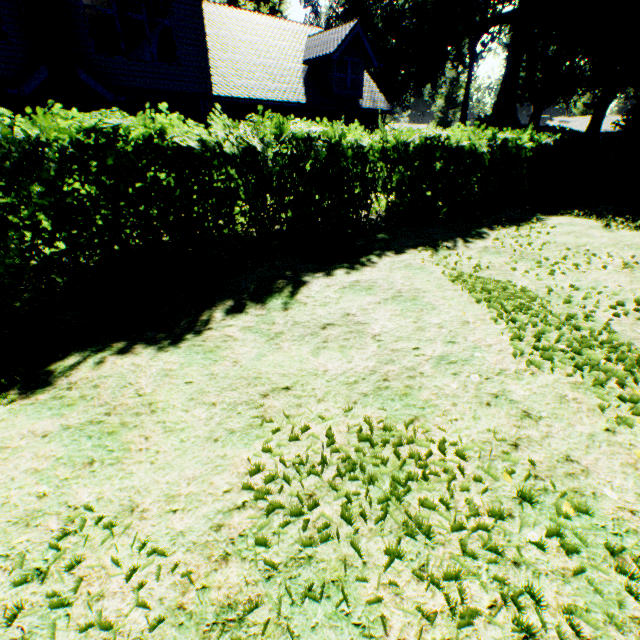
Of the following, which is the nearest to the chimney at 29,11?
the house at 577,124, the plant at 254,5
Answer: the plant at 254,5

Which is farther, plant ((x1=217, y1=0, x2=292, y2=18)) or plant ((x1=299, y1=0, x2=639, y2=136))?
plant ((x1=217, y1=0, x2=292, y2=18))

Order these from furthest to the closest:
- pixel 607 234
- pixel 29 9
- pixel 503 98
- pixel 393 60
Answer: pixel 393 60
pixel 503 98
pixel 29 9
pixel 607 234

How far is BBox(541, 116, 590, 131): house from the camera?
49.9 meters

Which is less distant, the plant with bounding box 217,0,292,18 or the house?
the plant with bounding box 217,0,292,18

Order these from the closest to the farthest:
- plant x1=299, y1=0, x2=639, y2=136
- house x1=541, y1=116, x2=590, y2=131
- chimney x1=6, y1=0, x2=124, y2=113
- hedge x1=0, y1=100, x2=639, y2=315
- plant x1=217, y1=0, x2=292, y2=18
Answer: hedge x1=0, y1=100, x2=639, y2=315
chimney x1=6, y1=0, x2=124, y2=113
plant x1=299, y1=0, x2=639, y2=136
plant x1=217, y1=0, x2=292, y2=18
house x1=541, y1=116, x2=590, y2=131

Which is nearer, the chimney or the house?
the chimney

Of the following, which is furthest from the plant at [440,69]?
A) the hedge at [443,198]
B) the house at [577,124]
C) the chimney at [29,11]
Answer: the chimney at [29,11]
